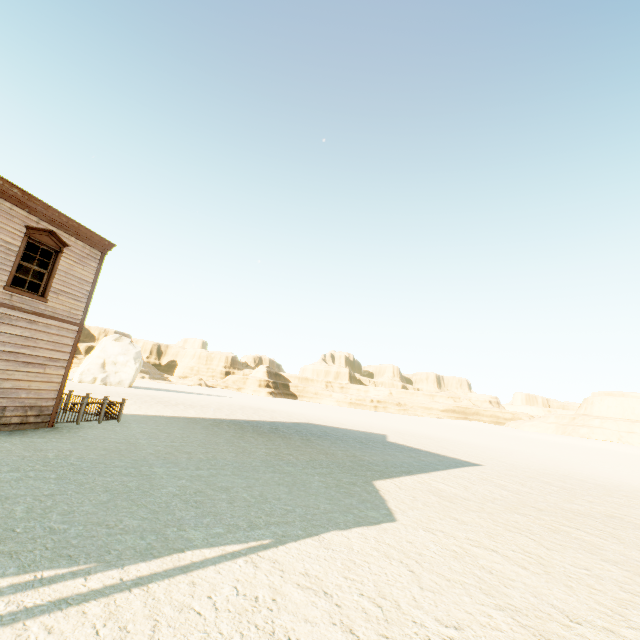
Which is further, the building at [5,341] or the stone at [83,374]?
the stone at [83,374]

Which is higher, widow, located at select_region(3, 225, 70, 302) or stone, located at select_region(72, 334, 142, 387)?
widow, located at select_region(3, 225, 70, 302)

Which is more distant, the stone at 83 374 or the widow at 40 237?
the stone at 83 374

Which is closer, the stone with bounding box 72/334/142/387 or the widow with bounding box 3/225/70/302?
the widow with bounding box 3/225/70/302

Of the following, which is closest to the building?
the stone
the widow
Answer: the widow

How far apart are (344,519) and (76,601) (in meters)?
4.39

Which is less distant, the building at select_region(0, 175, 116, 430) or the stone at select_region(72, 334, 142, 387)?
the building at select_region(0, 175, 116, 430)

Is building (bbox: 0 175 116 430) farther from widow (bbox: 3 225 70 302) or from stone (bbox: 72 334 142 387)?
stone (bbox: 72 334 142 387)
